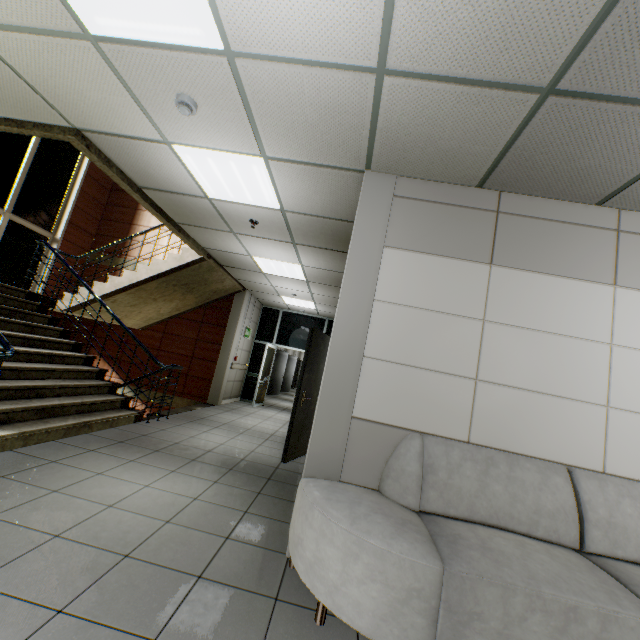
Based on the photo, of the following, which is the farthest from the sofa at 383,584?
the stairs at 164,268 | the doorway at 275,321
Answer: the doorway at 275,321

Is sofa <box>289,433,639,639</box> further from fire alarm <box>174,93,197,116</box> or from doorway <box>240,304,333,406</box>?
doorway <box>240,304,333,406</box>

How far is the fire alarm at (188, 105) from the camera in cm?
252

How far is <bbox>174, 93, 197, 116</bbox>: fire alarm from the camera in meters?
2.5 m

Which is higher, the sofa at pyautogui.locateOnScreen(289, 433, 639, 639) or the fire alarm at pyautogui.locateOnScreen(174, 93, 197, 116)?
the fire alarm at pyautogui.locateOnScreen(174, 93, 197, 116)

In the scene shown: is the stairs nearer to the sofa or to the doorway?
the doorway

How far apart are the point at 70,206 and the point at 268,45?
9.5 meters
